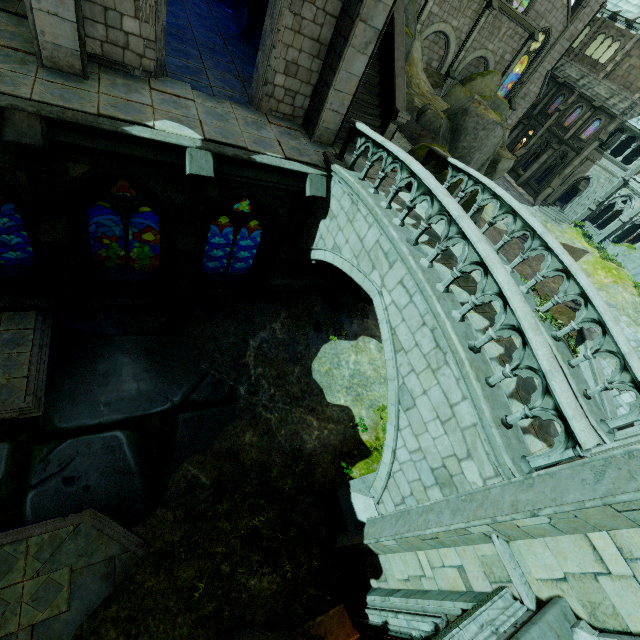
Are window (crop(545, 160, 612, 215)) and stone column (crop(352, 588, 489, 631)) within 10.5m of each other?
no

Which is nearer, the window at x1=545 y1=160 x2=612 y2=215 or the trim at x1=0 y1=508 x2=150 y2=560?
the trim at x1=0 y1=508 x2=150 y2=560

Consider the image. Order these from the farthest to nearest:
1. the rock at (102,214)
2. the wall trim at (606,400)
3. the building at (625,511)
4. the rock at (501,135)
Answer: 1. the rock at (102,214)
2. the wall trim at (606,400)
3. the rock at (501,135)
4. the building at (625,511)

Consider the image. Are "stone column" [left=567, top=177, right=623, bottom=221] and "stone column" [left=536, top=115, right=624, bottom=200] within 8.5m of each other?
yes

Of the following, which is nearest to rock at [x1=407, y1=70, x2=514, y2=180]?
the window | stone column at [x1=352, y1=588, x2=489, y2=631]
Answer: stone column at [x1=352, y1=588, x2=489, y2=631]

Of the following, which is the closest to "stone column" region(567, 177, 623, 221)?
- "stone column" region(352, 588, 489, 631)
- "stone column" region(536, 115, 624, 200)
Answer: "stone column" region(536, 115, 624, 200)

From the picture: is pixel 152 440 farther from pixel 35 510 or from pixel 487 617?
pixel 487 617

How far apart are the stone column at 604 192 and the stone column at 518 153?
7.71m
